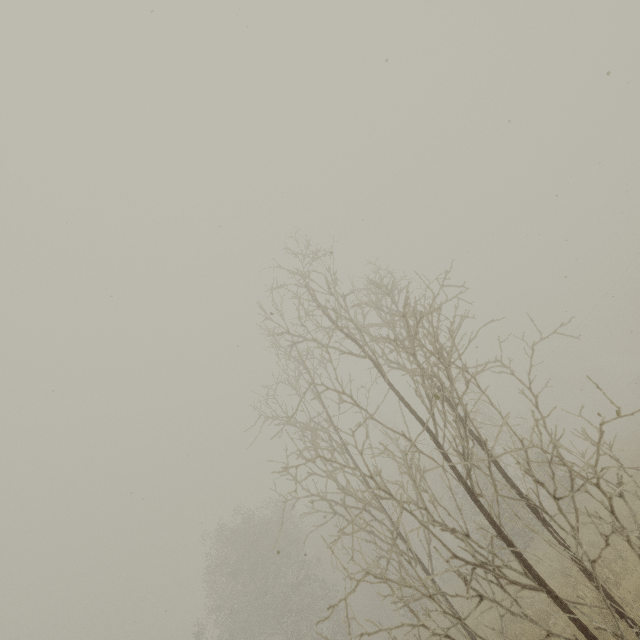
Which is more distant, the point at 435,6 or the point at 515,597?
the point at 435,6
